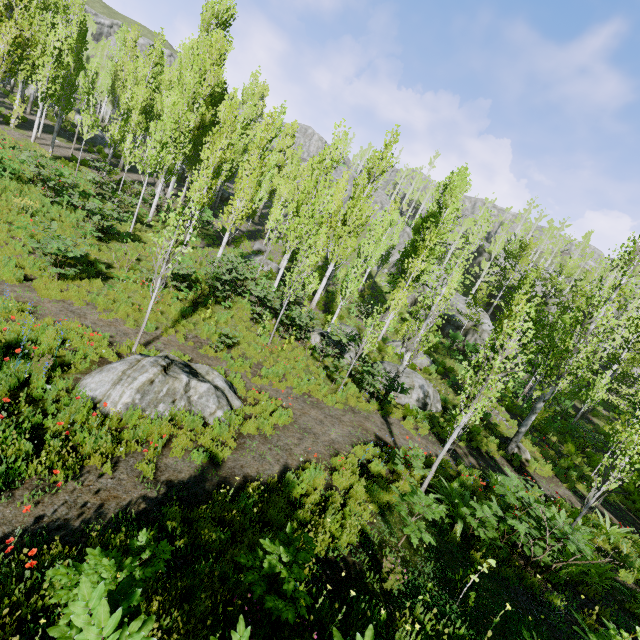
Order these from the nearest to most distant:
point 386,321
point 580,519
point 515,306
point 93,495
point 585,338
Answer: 1. point 93,495
2. point 580,519
3. point 585,338
4. point 515,306
5. point 386,321

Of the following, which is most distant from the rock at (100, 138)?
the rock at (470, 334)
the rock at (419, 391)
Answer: the rock at (419, 391)

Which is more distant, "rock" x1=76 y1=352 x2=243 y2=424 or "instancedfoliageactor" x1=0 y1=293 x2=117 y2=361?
"instancedfoliageactor" x1=0 y1=293 x2=117 y2=361

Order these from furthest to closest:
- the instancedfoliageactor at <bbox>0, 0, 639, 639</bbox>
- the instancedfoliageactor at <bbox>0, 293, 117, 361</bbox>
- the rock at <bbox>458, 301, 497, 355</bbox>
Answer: the rock at <bbox>458, 301, 497, 355</bbox> → the instancedfoliageactor at <bbox>0, 293, 117, 361</bbox> → the instancedfoliageactor at <bbox>0, 0, 639, 639</bbox>

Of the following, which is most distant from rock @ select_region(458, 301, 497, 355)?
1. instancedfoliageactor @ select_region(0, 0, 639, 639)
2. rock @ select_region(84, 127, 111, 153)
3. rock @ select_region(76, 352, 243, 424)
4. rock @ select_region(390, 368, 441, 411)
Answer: rock @ select_region(76, 352, 243, 424)

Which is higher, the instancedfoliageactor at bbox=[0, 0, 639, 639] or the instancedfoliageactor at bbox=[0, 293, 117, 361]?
the instancedfoliageactor at bbox=[0, 0, 639, 639]

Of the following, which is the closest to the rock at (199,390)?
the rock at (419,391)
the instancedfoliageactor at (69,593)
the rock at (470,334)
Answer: the instancedfoliageactor at (69,593)

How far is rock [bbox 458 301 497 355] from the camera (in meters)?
29.31
